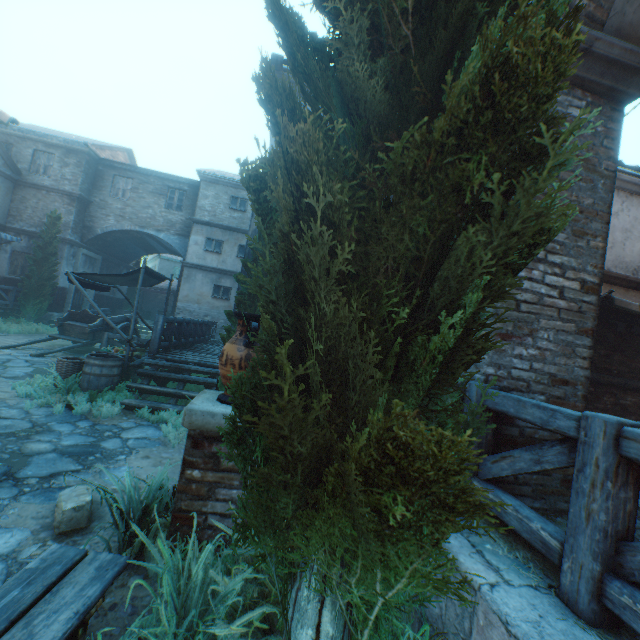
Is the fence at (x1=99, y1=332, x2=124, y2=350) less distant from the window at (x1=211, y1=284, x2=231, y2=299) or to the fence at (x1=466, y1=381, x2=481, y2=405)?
the window at (x1=211, y1=284, x2=231, y2=299)

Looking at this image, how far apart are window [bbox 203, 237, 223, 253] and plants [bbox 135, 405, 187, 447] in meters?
13.4 m

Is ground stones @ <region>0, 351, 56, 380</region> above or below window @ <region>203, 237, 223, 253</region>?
below

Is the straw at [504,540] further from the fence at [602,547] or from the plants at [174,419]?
the plants at [174,419]

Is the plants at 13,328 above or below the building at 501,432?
below

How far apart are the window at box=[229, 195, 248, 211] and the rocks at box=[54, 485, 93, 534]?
17.3 meters

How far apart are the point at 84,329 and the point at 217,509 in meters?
12.3

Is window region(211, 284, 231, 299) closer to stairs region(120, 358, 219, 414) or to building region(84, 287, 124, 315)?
building region(84, 287, 124, 315)
